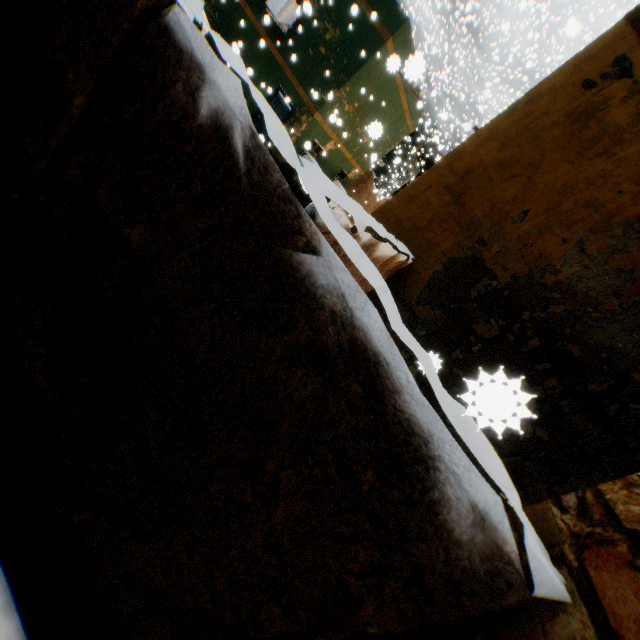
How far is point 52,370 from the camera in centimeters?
148cm

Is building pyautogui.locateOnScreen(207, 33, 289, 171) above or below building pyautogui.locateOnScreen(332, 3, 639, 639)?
below

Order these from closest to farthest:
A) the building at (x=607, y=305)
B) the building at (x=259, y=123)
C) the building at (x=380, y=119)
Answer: the building at (x=607, y=305) < the building at (x=380, y=119) < the building at (x=259, y=123)

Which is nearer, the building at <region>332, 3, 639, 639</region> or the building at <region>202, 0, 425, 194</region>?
the building at <region>332, 3, 639, 639</region>

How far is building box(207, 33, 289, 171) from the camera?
Answer: 12.66m

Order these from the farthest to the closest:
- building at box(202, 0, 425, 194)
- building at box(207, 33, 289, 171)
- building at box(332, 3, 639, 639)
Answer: building at box(207, 33, 289, 171) < building at box(202, 0, 425, 194) < building at box(332, 3, 639, 639)

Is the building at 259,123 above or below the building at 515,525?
A: below
